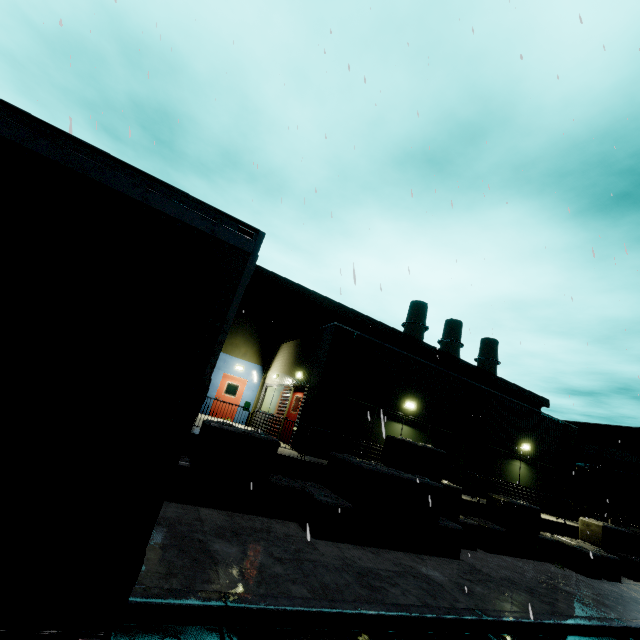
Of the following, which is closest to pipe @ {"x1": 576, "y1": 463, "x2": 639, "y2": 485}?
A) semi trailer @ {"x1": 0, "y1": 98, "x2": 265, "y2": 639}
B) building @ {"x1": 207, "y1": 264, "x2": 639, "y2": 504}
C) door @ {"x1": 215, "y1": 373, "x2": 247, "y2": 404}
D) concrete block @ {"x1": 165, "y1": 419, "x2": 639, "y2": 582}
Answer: building @ {"x1": 207, "y1": 264, "x2": 639, "y2": 504}

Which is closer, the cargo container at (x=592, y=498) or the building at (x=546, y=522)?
the building at (x=546, y=522)

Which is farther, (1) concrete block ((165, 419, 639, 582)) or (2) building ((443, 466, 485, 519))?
(2) building ((443, 466, 485, 519))

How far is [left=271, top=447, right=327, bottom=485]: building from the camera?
9.5m

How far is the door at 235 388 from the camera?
18.4 meters

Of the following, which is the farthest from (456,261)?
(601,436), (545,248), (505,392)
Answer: (601,436)

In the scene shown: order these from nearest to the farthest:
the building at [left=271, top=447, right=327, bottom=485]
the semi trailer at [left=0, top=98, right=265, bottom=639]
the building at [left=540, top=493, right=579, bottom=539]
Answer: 1. the semi trailer at [left=0, top=98, right=265, bottom=639]
2. the building at [left=271, top=447, right=327, bottom=485]
3. the building at [left=540, top=493, right=579, bottom=539]

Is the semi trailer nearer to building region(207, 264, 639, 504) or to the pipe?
building region(207, 264, 639, 504)
